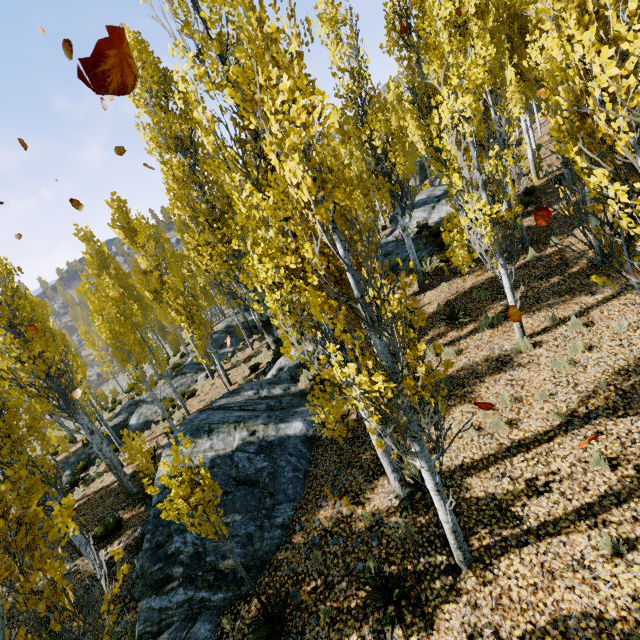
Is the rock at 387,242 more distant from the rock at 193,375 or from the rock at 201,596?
the rock at 193,375

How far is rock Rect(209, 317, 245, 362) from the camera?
21.88m

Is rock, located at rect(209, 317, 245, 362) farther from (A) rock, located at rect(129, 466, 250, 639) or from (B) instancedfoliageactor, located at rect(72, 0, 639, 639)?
(A) rock, located at rect(129, 466, 250, 639)

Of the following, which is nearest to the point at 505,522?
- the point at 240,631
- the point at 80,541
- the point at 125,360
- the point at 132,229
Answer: the point at 240,631

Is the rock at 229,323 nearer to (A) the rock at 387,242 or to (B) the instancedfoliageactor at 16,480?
(B) the instancedfoliageactor at 16,480

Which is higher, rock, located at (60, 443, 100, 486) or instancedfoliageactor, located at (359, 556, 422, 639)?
instancedfoliageactor, located at (359, 556, 422, 639)

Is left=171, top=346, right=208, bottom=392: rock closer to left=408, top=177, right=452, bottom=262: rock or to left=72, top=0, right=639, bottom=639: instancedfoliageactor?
left=72, top=0, right=639, bottom=639: instancedfoliageactor

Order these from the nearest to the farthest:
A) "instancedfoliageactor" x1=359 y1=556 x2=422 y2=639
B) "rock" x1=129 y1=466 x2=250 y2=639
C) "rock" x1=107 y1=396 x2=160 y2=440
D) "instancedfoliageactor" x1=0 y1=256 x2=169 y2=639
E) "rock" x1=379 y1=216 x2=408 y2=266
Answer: "instancedfoliageactor" x1=0 y1=256 x2=169 y2=639
"instancedfoliageactor" x1=359 y1=556 x2=422 y2=639
"rock" x1=129 y1=466 x2=250 y2=639
"rock" x1=379 y1=216 x2=408 y2=266
"rock" x1=107 y1=396 x2=160 y2=440
